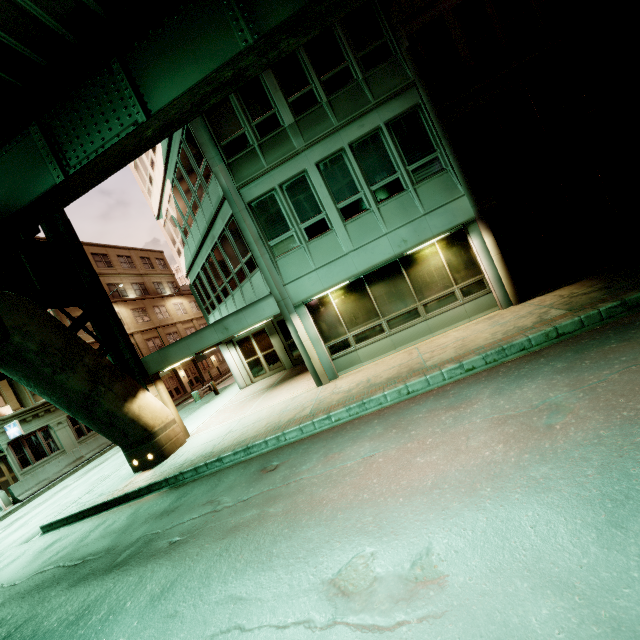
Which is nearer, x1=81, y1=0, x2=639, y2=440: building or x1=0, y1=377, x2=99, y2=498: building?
x1=81, y1=0, x2=639, y2=440: building

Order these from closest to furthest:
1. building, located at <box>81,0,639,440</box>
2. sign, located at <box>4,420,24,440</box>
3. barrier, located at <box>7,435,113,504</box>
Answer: building, located at <box>81,0,639,440</box> < barrier, located at <box>7,435,113,504</box> < sign, located at <box>4,420,24,440</box>

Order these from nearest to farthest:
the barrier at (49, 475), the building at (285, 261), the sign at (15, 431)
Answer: the building at (285, 261) < the barrier at (49, 475) < the sign at (15, 431)

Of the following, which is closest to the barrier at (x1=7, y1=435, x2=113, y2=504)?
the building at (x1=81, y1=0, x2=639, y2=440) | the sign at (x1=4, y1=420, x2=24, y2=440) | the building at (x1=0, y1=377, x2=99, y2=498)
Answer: the building at (x1=0, y1=377, x2=99, y2=498)

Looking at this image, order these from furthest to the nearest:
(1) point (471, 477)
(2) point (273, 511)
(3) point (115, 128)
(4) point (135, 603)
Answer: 1. (3) point (115, 128)
2. (2) point (273, 511)
3. (4) point (135, 603)
4. (1) point (471, 477)

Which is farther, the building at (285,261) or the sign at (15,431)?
the sign at (15,431)

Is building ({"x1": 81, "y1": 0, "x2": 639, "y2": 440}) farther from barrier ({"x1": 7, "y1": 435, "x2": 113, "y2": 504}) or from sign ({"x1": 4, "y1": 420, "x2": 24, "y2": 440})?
sign ({"x1": 4, "y1": 420, "x2": 24, "y2": 440})
